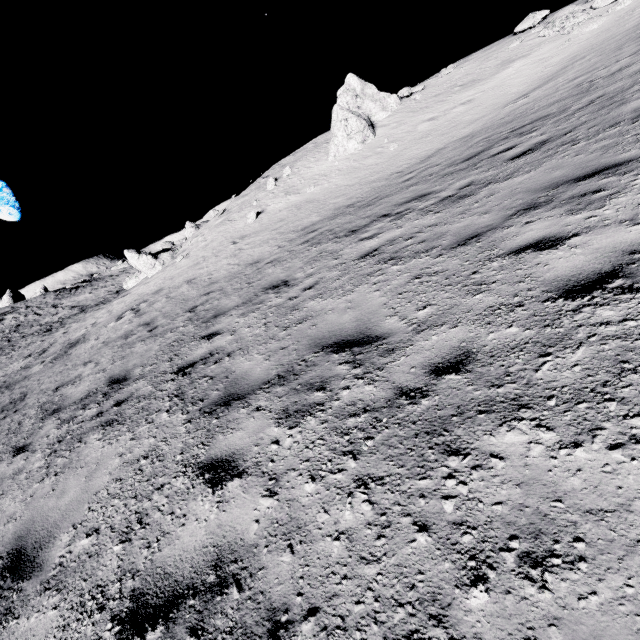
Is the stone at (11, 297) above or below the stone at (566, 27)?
above

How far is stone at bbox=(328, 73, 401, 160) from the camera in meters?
17.5 m

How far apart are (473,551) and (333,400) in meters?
1.7 m

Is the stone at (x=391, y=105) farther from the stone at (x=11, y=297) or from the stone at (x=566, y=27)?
the stone at (x=11, y=297)

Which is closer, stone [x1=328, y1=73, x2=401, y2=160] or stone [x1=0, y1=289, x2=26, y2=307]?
stone [x1=328, y1=73, x2=401, y2=160]

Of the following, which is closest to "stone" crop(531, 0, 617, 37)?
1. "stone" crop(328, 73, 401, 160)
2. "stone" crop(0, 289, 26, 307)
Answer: "stone" crop(328, 73, 401, 160)
